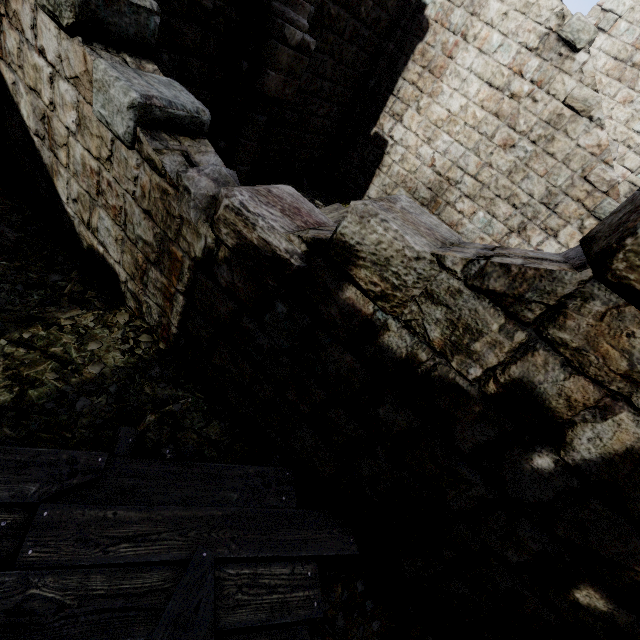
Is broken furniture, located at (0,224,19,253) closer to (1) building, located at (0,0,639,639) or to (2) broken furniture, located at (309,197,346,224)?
(1) building, located at (0,0,639,639)

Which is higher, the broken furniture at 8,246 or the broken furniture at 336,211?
the broken furniture at 336,211

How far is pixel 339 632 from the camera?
2.6m

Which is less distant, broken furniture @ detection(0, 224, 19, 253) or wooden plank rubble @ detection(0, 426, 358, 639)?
wooden plank rubble @ detection(0, 426, 358, 639)

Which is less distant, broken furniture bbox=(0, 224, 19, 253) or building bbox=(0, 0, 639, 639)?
building bbox=(0, 0, 639, 639)

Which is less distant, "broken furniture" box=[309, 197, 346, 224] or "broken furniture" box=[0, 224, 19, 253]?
"broken furniture" box=[0, 224, 19, 253]

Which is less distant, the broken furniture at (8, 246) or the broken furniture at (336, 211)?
the broken furniture at (8, 246)

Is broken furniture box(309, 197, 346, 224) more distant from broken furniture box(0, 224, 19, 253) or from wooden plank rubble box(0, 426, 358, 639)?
wooden plank rubble box(0, 426, 358, 639)
